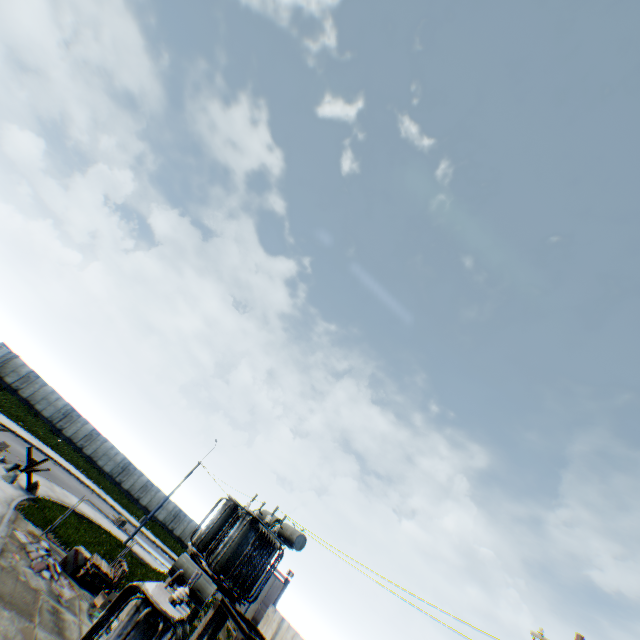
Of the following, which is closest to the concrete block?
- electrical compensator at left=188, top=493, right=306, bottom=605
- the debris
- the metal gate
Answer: the debris

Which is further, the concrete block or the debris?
the concrete block

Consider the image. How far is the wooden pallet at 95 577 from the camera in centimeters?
1505cm

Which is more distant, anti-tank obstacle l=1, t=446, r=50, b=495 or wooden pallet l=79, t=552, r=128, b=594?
anti-tank obstacle l=1, t=446, r=50, b=495

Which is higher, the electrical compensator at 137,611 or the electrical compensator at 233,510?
the electrical compensator at 233,510

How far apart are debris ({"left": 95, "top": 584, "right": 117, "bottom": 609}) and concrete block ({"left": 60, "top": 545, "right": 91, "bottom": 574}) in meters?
1.4

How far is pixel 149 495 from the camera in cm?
4784

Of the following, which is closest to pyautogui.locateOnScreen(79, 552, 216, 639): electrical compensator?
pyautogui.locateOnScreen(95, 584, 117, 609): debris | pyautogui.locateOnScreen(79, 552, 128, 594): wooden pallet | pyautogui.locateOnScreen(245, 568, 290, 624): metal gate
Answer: pyautogui.locateOnScreen(95, 584, 117, 609): debris
